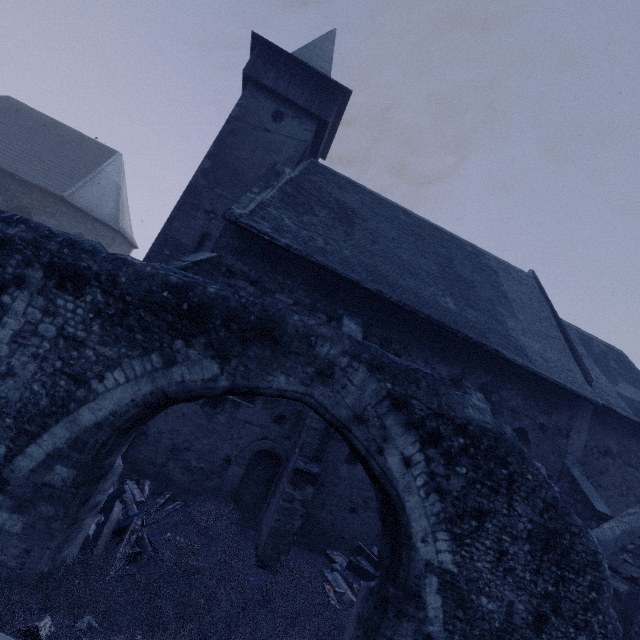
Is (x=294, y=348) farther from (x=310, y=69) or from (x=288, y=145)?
(x=310, y=69)

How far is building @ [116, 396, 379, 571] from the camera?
7.2 meters

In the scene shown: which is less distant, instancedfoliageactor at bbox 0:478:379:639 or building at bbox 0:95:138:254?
instancedfoliageactor at bbox 0:478:379:639

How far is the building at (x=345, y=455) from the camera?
7.25m

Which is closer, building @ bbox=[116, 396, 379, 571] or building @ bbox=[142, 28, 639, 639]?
building @ bbox=[116, 396, 379, 571]

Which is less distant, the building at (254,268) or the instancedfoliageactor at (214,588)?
the instancedfoliageactor at (214,588)

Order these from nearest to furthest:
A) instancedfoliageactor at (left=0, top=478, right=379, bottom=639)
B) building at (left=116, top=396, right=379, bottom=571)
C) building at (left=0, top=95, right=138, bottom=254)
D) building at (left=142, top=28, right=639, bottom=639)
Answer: instancedfoliageactor at (left=0, top=478, right=379, bottom=639) → building at (left=116, top=396, right=379, bottom=571) → building at (left=142, top=28, right=639, bottom=639) → building at (left=0, top=95, right=138, bottom=254)
